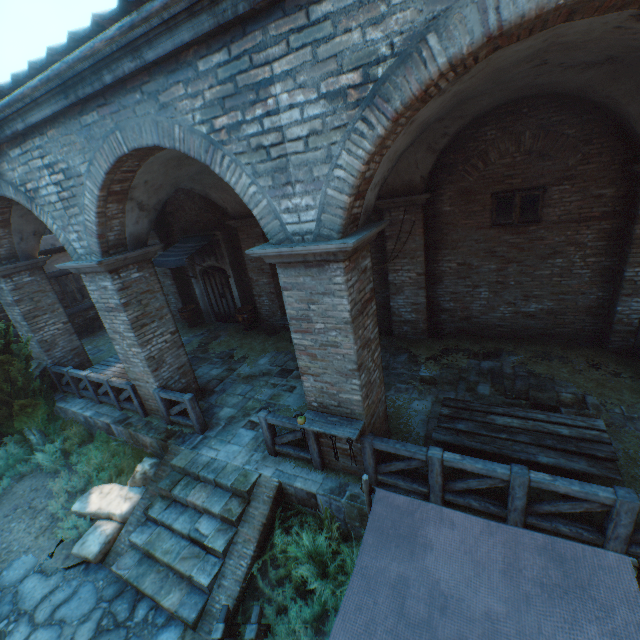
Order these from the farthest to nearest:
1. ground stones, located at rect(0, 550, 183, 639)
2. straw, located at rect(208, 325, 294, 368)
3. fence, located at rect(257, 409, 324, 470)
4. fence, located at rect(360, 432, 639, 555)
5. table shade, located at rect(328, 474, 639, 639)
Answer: straw, located at rect(208, 325, 294, 368) → fence, located at rect(257, 409, 324, 470) → ground stones, located at rect(0, 550, 183, 639) → fence, located at rect(360, 432, 639, 555) → table shade, located at rect(328, 474, 639, 639)

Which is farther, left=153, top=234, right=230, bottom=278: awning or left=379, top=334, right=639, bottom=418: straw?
left=153, top=234, right=230, bottom=278: awning

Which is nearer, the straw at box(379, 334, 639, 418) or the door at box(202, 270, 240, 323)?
the straw at box(379, 334, 639, 418)

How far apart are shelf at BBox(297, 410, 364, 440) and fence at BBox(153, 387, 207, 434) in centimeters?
291cm

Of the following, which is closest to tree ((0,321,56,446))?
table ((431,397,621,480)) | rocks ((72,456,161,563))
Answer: table ((431,397,621,480))

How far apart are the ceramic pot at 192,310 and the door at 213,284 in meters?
0.6 m

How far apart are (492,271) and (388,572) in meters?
7.4 m

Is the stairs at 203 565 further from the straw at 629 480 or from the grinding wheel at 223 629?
the straw at 629 480
